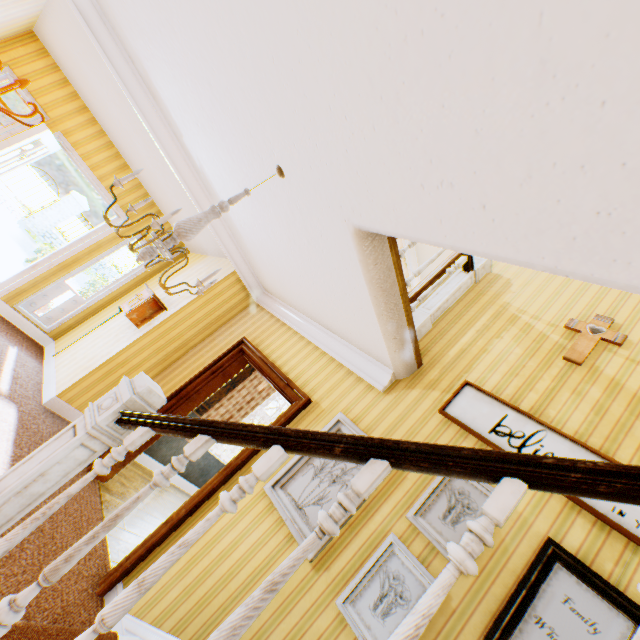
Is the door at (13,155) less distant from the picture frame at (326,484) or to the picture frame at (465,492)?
the picture frame at (326,484)

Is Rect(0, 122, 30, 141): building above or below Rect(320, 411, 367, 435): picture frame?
below

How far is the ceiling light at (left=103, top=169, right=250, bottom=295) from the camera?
1.9m

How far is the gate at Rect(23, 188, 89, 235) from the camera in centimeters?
1370cm

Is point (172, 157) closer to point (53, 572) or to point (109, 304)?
point (109, 304)

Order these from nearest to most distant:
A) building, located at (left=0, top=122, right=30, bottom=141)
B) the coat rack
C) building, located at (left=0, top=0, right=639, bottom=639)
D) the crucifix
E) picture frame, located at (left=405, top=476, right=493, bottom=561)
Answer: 1. building, located at (left=0, top=0, right=639, bottom=639)
2. picture frame, located at (left=405, top=476, right=493, bottom=561)
3. the crucifix
4. the coat rack
5. building, located at (left=0, top=122, right=30, bottom=141)

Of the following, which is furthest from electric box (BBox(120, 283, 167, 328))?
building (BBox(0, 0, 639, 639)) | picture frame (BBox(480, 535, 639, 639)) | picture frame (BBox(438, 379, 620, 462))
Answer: picture frame (BBox(480, 535, 639, 639))

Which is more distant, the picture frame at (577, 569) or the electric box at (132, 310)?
the electric box at (132, 310)
